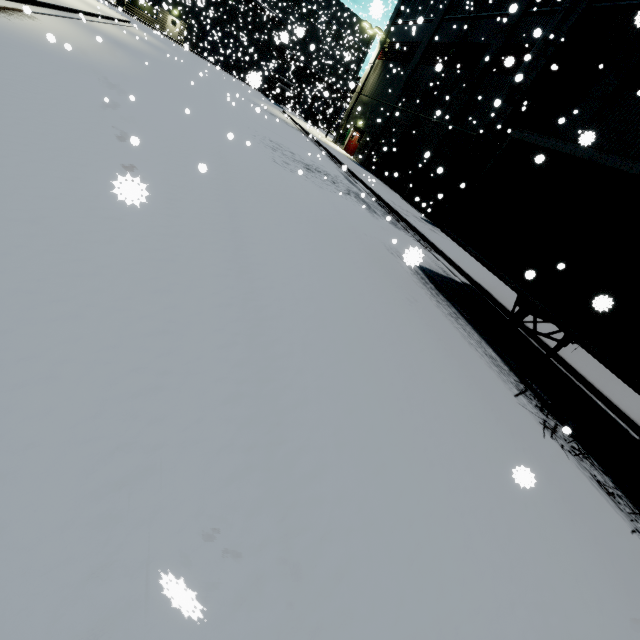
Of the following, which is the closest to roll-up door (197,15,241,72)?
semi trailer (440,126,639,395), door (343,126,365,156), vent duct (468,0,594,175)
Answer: semi trailer (440,126,639,395)

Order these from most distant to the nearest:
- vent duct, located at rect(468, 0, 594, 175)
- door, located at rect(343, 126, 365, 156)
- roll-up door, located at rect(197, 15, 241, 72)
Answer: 1. roll-up door, located at rect(197, 15, 241, 72)
2. door, located at rect(343, 126, 365, 156)
3. vent duct, located at rect(468, 0, 594, 175)

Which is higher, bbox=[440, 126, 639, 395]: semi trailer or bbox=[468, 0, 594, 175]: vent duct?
bbox=[468, 0, 594, 175]: vent duct

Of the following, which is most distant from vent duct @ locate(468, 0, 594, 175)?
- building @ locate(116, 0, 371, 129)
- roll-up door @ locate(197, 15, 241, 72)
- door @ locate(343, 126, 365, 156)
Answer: door @ locate(343, 126, 365, 156)

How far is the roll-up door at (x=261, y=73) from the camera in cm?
226

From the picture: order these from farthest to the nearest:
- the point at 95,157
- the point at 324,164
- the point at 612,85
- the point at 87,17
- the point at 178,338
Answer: the point at 324,164 < the point at 87,17 < the point at 612,85 < the point at 95,157 < the point at 178,338

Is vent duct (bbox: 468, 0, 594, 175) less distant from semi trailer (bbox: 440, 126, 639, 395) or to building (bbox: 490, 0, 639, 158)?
building (bbox: 490, 0, 639, 158)

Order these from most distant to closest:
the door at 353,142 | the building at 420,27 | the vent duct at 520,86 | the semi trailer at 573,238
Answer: the door at 353,142 < the building at 420,27 < the vent duct at 520,86 < the semi trailer at 573,238
